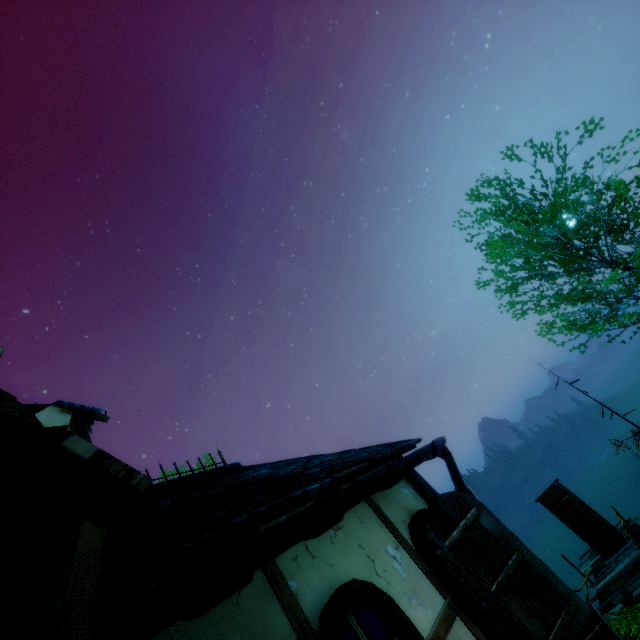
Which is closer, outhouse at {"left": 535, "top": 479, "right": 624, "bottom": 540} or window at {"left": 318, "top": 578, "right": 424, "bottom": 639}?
window at {"left": 318, "top": 578, "right": 424, "bottom": 639}

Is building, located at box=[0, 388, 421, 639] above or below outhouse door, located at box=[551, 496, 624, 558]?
above

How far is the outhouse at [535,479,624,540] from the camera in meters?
12.9 m

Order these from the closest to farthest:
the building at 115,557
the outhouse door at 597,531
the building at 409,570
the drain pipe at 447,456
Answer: the building at 115,557 < the building at 409,570 < the drain pipe at 447,456 < the outhouse door at 597,531

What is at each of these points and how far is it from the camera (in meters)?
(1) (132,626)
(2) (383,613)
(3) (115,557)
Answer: (1) gutter, 1.12
(2) window, 2.28
(3) building, 1.66

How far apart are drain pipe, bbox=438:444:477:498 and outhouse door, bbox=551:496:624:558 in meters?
13.4

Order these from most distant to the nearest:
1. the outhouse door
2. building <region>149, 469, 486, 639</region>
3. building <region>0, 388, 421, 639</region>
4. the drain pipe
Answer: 1. the outhouse door
2. the drain pipe
3. building <region>149, 469, 486, 639</region>
4. building <region>0, 388, 421, 639</region>

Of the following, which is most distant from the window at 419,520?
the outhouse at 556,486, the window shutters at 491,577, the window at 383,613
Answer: the outhouse at 556,486
